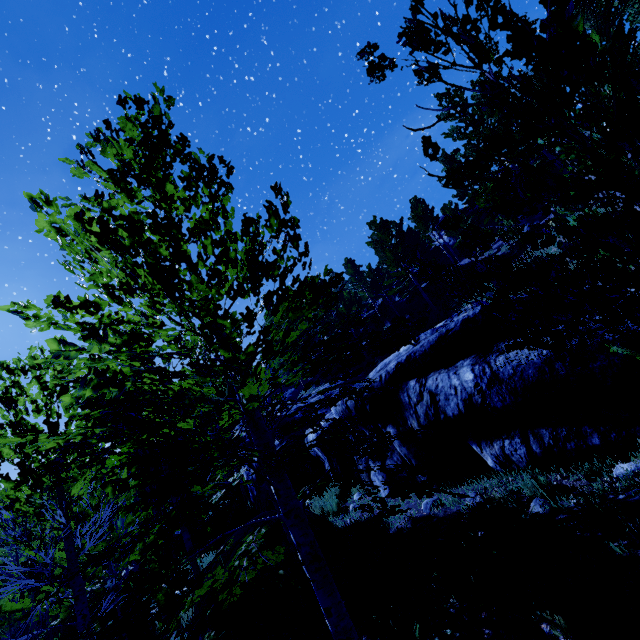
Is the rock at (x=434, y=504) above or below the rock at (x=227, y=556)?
below

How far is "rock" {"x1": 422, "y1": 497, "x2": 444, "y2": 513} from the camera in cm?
643

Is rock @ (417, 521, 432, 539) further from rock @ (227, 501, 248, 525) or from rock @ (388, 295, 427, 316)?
rock @ (388, 295, 427, 316)

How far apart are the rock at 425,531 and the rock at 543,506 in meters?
1.8 m

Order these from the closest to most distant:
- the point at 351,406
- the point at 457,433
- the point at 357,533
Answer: the point at 457,433 < the point at 357,533 < the point at 351,406

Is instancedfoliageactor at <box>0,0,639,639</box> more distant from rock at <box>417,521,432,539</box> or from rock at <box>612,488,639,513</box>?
rock at <box>417,521,432,539</box>

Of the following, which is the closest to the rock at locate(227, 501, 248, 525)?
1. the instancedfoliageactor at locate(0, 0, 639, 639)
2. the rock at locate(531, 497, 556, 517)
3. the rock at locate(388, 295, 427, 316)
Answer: the instancedfoliageactor at locate(0, 0, 639, 639)
